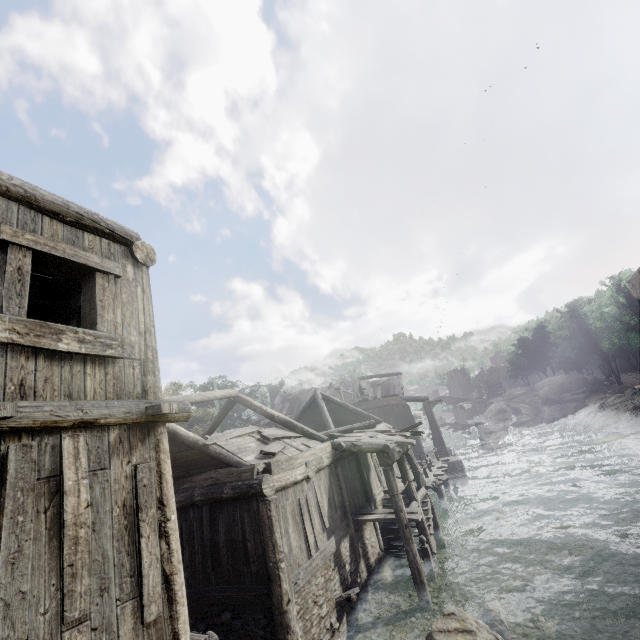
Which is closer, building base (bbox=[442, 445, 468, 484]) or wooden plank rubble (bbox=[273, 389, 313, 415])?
building base (bbox=[442, 445, 468, 484])

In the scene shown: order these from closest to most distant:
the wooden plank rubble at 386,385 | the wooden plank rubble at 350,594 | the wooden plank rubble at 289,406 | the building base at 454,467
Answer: the wooden plank rubble at 350,594, the building base at 454,467, the wooden plank rubble at 386,385, the wooden plank rubble at 289,406

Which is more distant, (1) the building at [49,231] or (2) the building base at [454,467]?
(2) the building base at [454,467]

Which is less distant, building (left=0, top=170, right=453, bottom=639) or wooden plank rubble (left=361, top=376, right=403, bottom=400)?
building (left=0, top=170, right=453, bottom=639)

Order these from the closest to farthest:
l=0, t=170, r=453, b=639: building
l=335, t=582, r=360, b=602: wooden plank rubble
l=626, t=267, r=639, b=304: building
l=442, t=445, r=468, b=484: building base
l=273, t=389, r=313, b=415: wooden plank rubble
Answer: l=0, t=170, r=453, b=639: building → l=335, t=582, r=360, b=602: wooden plank rubble → l=442, t=445, r=468, b=484: building base → l=626, t=267, r=639, b=304: building → l=273, t=389, r=313, b=415: wooden plank rubble

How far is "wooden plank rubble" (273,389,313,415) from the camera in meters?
34.5 m

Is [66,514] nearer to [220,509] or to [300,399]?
[220,509]

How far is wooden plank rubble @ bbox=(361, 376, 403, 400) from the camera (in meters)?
31.27
